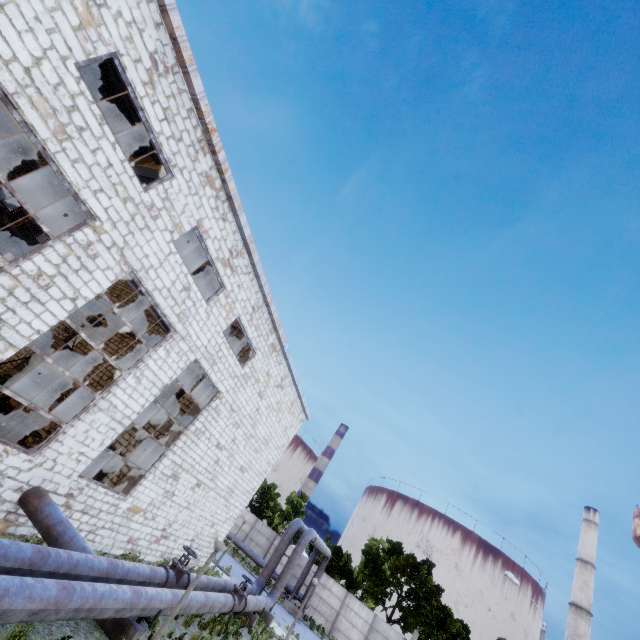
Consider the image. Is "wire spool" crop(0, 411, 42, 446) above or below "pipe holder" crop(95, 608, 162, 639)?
above

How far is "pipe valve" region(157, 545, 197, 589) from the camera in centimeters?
1023cm

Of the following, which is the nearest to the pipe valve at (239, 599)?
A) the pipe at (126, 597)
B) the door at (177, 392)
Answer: the pipe at (126, 597)

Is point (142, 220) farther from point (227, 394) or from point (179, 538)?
point (179, 538)

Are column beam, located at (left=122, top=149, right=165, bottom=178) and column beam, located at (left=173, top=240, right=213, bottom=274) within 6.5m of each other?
yes

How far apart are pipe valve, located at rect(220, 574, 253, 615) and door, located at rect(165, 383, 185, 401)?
7.7 meters

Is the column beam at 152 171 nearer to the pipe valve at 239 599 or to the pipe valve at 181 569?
the pipe valve at 181 569

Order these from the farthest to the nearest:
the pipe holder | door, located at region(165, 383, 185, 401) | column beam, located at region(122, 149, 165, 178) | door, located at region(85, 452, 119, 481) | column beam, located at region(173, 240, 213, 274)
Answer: door, located at region(165, 383, 185, 401)
column beam, located at region(173, 240, 213, 274)
door, located at region(85, 452, 119, 481)
column beam, located at region(122, 149, 165, 178)
the pipe holder
